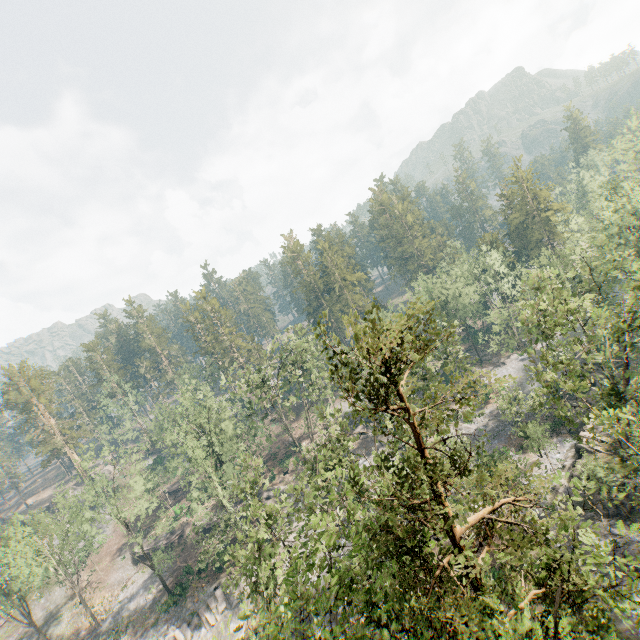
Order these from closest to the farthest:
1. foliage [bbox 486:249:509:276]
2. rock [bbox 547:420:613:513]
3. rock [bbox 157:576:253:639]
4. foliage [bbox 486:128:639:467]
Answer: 1. foliage [bbox 486:128:639:467]
2. rock [bbox 547:420:613:513]
3. rock [bbox 157:576:253:639]
4. foliage [bbox 486:249:509:276]

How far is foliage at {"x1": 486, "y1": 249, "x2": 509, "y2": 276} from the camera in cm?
5670

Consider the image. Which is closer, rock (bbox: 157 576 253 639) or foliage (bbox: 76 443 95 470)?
rock (bbox: 157 576 253 639)

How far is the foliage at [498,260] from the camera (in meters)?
56.70

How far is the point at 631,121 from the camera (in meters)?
48.69

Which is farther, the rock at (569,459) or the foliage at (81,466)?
the foliage at (81,466)

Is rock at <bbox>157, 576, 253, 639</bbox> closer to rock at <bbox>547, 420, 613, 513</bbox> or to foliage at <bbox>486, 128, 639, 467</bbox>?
foliage at <bbox>486, 128, 639, 467</bbox>
